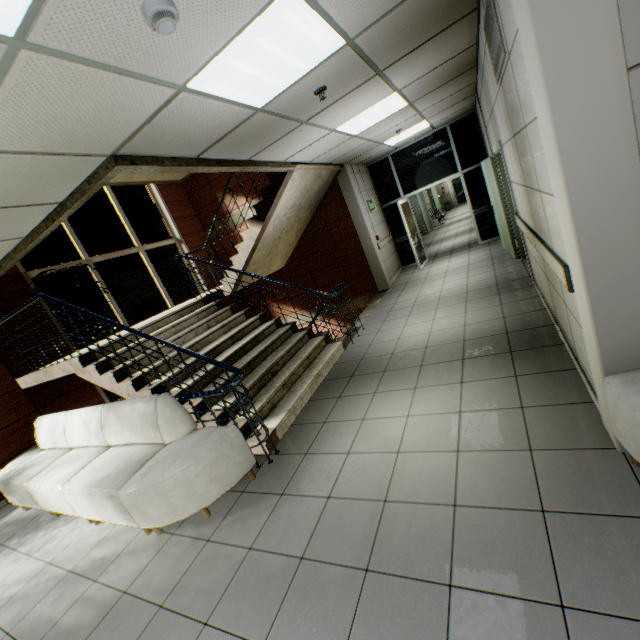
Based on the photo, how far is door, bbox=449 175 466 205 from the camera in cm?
2248

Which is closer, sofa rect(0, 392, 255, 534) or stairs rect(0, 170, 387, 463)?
sofa rect(0, 392, 255, 534)

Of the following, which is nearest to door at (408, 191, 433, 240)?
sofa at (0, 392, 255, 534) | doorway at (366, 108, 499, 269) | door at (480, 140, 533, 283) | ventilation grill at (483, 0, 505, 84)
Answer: doorway at (366, 108, 499, 269)

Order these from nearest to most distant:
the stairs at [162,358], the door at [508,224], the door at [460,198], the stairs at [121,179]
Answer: the stairs at [162,358], the door at [508,224], the stairs at [121,179], the door at [460,198]

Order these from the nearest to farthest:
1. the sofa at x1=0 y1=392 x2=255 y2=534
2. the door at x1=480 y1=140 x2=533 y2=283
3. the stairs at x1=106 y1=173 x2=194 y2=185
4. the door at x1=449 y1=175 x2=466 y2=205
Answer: the sofa at x1=0 y1=392 x2=255 y2=534 < the door at x1=480 y1=140 x2=533 y2=283 < the stairs at x1=106 y1=173 x2=194 y2=185 < the door at x1=449 y1=175 x2=466 y2=205

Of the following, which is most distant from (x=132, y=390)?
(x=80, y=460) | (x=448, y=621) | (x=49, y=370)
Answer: (x=448, y=621)

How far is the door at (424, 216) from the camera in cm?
1511

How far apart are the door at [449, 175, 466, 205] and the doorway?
16.0m
